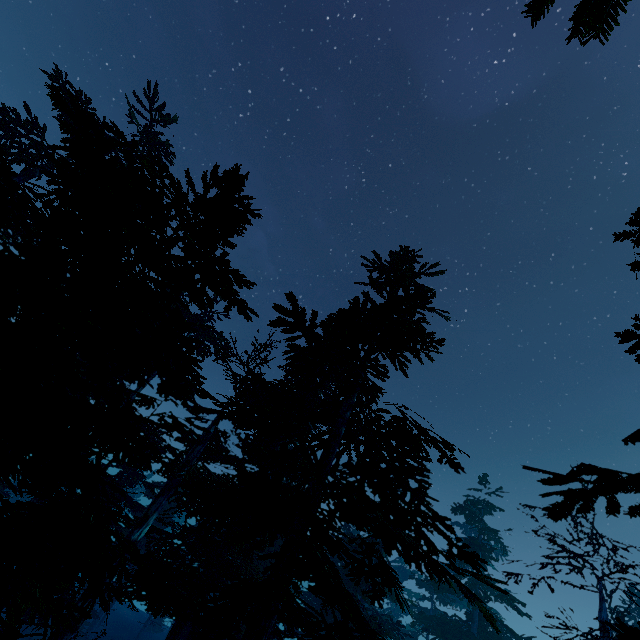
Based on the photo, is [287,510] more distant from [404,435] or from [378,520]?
[404,435]

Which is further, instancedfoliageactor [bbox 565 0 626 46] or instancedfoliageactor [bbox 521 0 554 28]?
instancedfoliageactor [bbox 521 0 554 28]

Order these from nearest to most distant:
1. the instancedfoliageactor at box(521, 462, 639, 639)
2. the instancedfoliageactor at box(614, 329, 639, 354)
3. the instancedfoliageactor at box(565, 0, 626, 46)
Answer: the instancedfoliageactor at box(565, 0, 626, 46) → the instancedfoliageactor at box(521, 462, 639, 639) → the instancedfoliageactor at box(614, 329, 639, 354)

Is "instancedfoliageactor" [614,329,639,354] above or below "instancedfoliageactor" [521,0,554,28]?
below

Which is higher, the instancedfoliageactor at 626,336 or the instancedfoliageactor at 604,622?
the instancedfoliageactor at 626,336

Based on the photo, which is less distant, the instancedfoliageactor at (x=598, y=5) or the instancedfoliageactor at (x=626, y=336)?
the instancedfoliageactor at (x=598, y=5)
